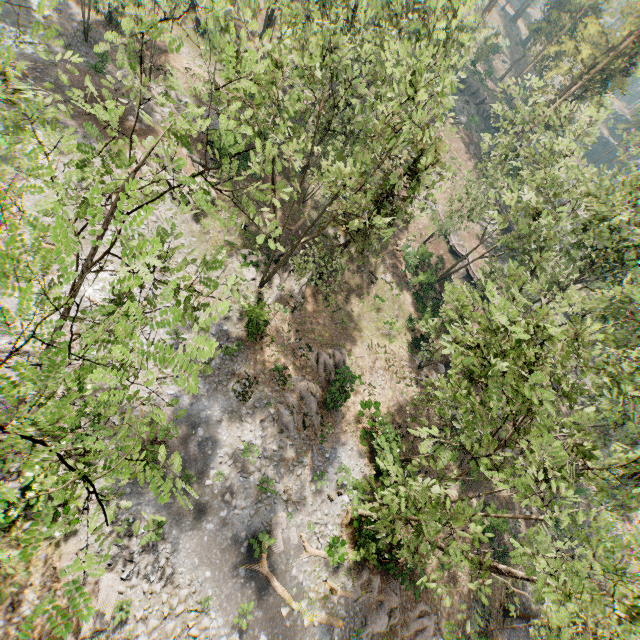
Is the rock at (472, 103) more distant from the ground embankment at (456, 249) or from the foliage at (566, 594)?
the ground embankment at (456, 249)

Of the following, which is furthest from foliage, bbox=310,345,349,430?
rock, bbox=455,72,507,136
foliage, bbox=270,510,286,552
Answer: foliage, bbox=270,510,286,552

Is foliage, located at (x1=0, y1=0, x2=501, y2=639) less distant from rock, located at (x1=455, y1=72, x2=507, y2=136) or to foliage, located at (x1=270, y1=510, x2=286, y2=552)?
rock, located at (x1=455, y1=72, x2=507, y2=136)

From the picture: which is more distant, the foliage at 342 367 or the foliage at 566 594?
the foliage at 342 367

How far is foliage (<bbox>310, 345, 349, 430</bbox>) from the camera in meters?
23.4 m

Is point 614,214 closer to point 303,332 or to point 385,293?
point 385,293
